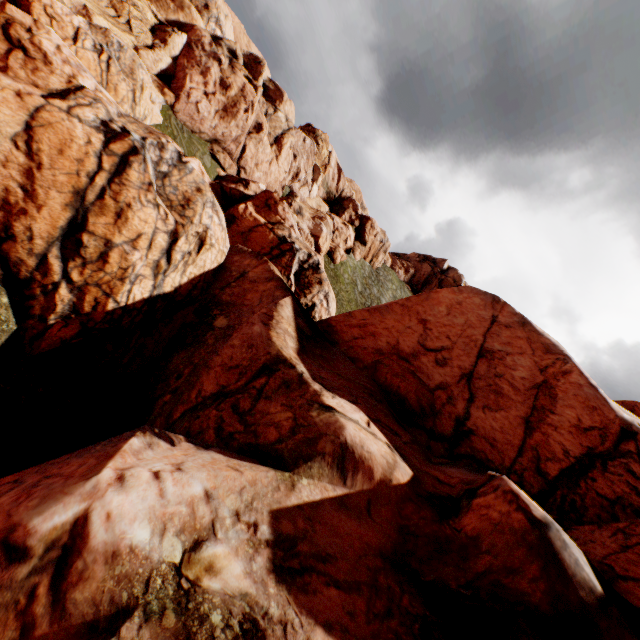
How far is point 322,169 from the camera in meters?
47.4
